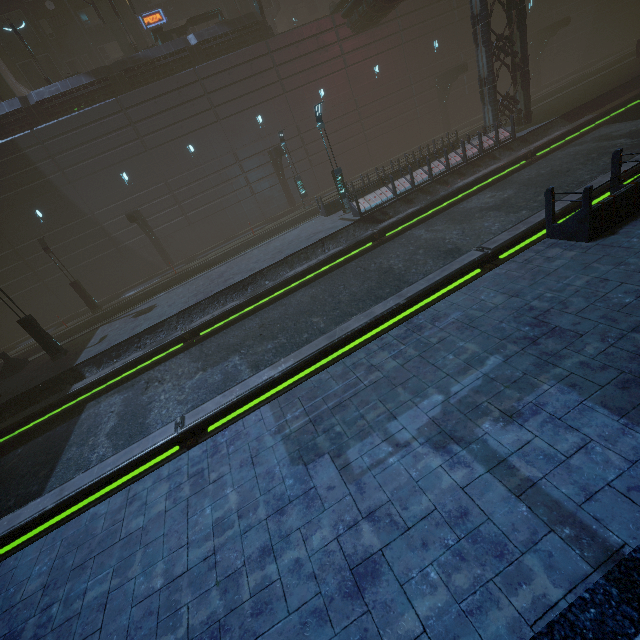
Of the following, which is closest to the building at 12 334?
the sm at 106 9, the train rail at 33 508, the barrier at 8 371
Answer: the train rail at 33 508

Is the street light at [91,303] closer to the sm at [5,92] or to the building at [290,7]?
the building at [290,7]

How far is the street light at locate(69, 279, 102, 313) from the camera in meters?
21.8

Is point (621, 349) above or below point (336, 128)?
below

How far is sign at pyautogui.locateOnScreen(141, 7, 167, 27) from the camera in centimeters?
3003cm

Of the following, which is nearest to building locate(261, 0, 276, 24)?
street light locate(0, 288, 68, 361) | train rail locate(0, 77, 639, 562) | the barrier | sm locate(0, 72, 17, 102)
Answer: train rail locate(0, 77, 639, 562)

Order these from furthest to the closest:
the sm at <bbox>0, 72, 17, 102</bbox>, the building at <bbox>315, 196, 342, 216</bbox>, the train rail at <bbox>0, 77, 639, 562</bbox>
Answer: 1. the sm at <bbox>0, 72, 17, 102</bbox>
2. the building at <bbox>315, 196, 342, 216</bbox>
3. the train rail at <bbox>0, 77, 639, 562</bbox>

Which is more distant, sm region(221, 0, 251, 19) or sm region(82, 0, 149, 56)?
sm region(221, 0, 251, 19)
